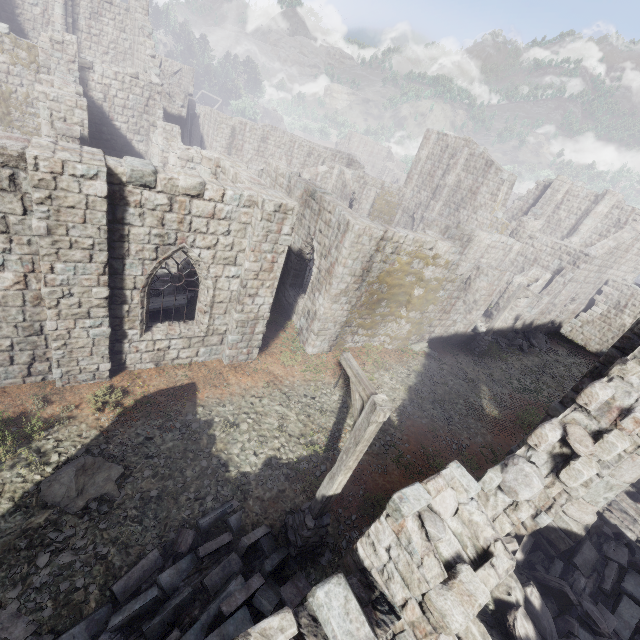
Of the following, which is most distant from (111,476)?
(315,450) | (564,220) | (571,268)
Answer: (564,220)

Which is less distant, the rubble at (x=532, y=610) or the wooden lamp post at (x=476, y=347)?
the rubble at (x=532, y=610)

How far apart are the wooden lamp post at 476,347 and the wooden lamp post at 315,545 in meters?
14.9

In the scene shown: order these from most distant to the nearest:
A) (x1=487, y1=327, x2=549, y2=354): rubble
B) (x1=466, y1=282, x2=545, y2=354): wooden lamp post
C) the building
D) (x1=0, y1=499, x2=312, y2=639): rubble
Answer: (x1=487, y1=327, x2=549, y2=354): rubble → (x1=466, y1=282, x2=545, y2=354): wooden lamp post → (x1=0, y1=499, x2=312, y2=639): rubble → the building

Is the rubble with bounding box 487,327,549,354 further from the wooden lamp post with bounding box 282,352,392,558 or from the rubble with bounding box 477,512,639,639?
the wooden lamp post with bounding box 282,352,392,558

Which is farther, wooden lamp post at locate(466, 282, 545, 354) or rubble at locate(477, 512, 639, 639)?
wooden lamp post at locate(466, 282, 545, 354)

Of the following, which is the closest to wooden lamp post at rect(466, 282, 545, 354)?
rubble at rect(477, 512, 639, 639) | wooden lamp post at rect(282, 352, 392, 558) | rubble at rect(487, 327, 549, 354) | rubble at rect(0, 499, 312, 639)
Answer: rubble at rect(487, 327, 549, 354)

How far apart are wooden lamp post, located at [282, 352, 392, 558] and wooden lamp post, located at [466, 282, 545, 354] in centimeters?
1492cm
